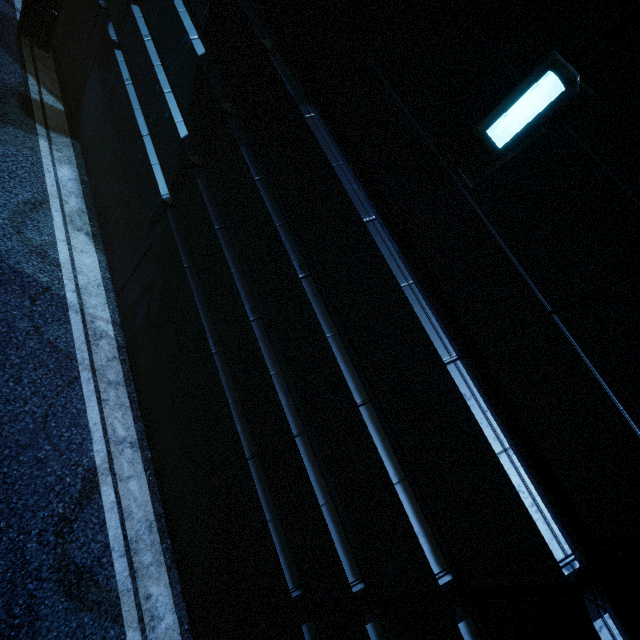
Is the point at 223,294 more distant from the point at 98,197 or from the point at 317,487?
the point at 98,197
